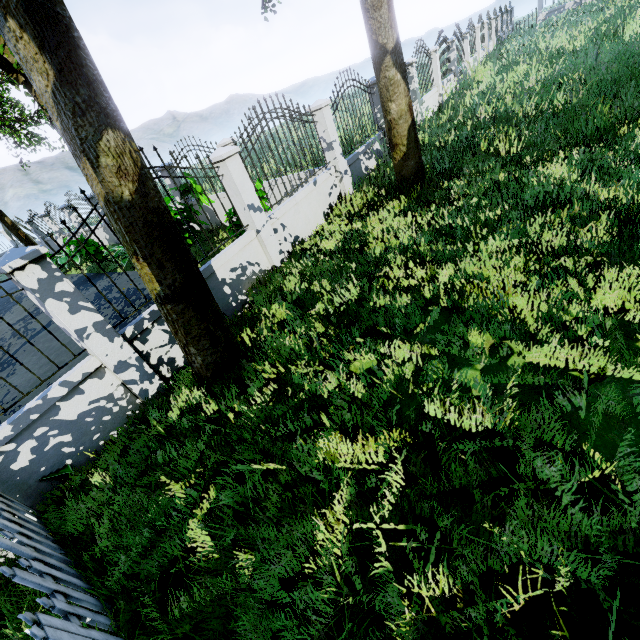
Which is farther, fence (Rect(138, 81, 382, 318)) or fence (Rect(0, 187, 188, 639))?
fence (Rect(138, 81, 382, 318))

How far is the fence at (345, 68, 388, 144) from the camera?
8.5m

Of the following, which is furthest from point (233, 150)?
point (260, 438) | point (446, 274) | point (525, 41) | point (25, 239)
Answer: point (525, 41)

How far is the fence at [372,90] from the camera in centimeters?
852cm

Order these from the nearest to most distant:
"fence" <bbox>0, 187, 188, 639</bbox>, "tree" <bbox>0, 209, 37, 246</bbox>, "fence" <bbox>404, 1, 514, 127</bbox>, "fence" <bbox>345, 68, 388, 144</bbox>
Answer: "fence" <bbox>0, 187, 188, 639</bbox> → "fence" <bbox>345, 68, 388, 144</bbox> → "fence" <bbox>404, 1, 514, 127</bbox> → "tree" <bbox>0, 209, 37, 246</bbox>

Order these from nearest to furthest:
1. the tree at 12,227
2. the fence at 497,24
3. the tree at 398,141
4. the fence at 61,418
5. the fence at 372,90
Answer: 1. the fence at 61,418
2. the tree at 398,141
3. the fence at 372,90
4. the fence at 497,24
5. the tree at 12,227

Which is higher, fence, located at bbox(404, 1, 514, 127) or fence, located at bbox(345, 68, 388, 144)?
fence, located at bbox(345, 68, 388, 144)
